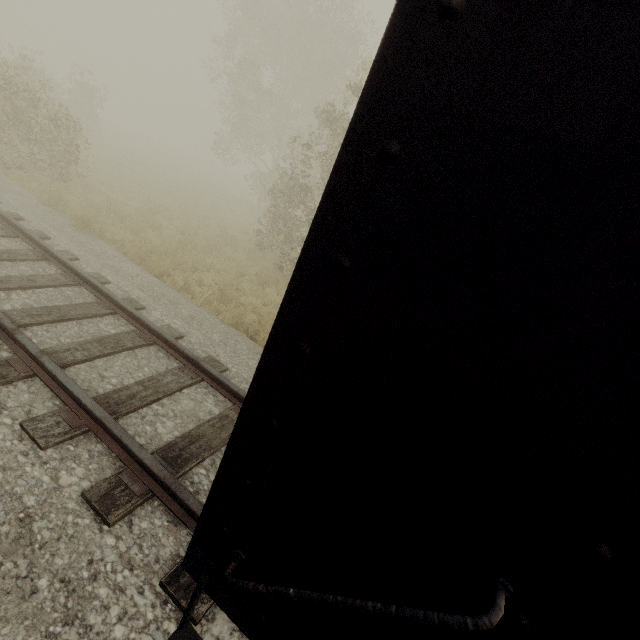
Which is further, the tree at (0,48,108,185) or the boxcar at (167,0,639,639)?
the tree at (0,48,108,185)

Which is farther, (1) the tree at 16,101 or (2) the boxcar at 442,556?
(1) the tree at 16,101

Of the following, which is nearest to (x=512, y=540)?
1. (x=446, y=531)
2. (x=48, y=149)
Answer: (x=446, y=531)
